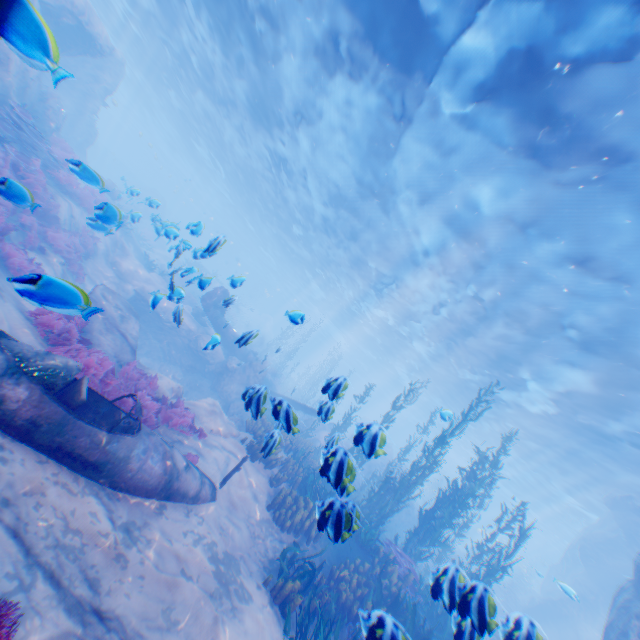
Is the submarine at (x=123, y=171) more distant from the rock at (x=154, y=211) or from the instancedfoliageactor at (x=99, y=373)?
the instancedfoliageactor at (x=99, y=373)

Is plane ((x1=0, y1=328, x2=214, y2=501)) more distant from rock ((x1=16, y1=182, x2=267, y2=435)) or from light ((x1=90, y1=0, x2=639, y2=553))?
light ((x1=90, y1=0, x2=639, y2=553))

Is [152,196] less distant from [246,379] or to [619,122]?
[246,379]

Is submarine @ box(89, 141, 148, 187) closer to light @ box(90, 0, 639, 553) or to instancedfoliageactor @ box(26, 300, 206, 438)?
light @ box(90, 0, 639, 553)

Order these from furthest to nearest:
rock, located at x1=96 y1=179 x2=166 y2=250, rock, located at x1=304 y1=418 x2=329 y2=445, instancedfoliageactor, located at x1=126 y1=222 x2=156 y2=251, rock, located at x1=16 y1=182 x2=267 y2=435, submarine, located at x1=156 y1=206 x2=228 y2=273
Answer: instancedfoliageactor, located at x1=126 y1=222 x2=156 y2=251
rock, located at x1=304 y1=418 x2=329 y2=445
rock, located at x1=96 y1=179 x2=166 y2=250
submarine, located at x1=156 y1=206 x2=228 y2=273
rock, located at x1=16 y1=182 x2=267 y2=435

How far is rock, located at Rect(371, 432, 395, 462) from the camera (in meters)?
4.60

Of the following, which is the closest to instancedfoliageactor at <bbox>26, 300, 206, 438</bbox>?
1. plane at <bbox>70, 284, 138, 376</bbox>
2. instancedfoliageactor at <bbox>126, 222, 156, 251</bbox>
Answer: plane at <bbox>70, 284, 138, 376</bbox>

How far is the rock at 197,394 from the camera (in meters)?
5.70
